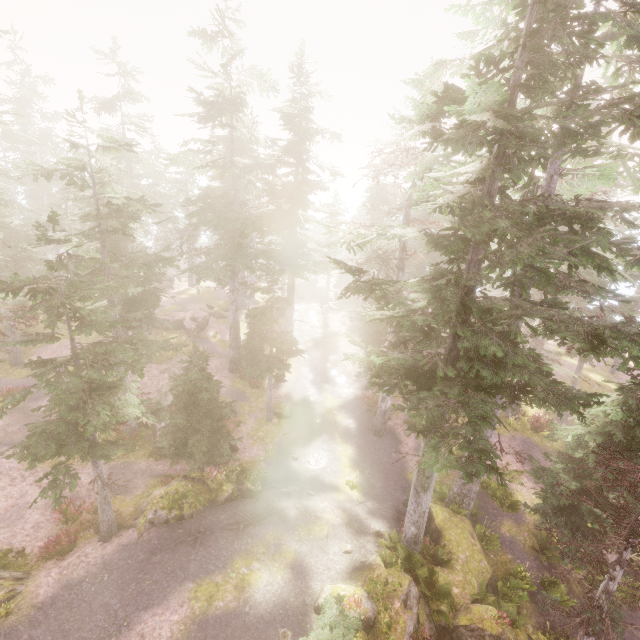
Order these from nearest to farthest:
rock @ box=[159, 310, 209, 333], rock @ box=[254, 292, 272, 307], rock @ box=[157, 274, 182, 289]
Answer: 1. rock @ box=[159, 310, 209, 333]
2. rock @ box=[254, 292, 272, 307]
3. rock @ box=[157, 274, 182, 289]

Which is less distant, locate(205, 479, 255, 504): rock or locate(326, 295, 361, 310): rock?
locate(205, 479, 255, 504): rock

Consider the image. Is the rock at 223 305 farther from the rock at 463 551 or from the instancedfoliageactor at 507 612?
the rock at 463 551

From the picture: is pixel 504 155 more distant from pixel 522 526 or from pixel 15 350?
pixel 15 350

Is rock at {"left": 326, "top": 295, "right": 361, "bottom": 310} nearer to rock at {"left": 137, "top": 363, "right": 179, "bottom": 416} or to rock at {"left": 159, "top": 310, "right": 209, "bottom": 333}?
rock at {"left": 159, "top": 310, "right": 209, "bottom": 333}

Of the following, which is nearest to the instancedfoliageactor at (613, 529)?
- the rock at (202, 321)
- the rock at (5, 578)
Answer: the rock at (5, 578)

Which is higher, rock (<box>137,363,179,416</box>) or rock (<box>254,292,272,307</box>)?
rock (<box>254,292,272,307</box>)

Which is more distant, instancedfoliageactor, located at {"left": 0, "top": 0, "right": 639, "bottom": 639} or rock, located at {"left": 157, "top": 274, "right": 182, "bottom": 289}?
rock, located at {"left": 157, "top": 274, "right": 182, "bottom": 289}
